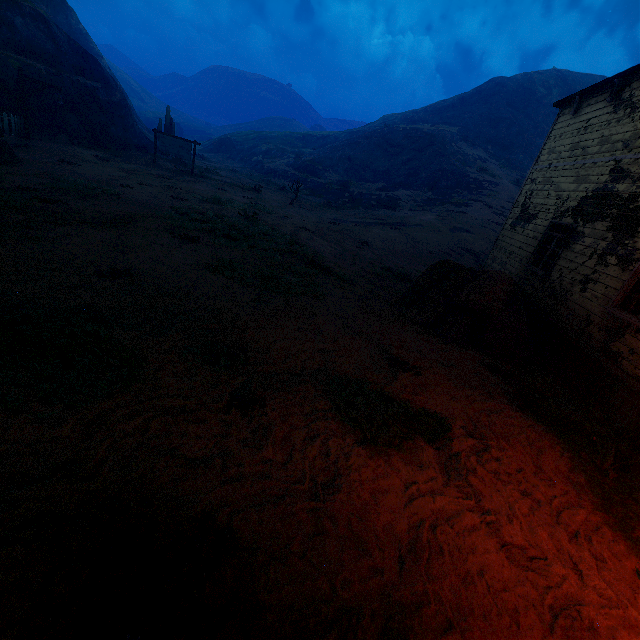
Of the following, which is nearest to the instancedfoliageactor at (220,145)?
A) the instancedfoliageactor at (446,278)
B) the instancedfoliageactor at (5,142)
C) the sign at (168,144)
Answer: the sign at (168,144)

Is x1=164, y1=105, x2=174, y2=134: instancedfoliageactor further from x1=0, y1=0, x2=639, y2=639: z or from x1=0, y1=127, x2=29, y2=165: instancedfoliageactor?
x1=0, y1=127, x2=29, y2=165: instancedfoliageactor

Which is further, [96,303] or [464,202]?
[464,202]

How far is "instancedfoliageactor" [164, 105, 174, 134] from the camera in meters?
28.3 m

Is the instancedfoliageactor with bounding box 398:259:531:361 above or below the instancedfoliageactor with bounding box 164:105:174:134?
below

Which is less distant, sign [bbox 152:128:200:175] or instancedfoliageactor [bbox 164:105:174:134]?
sign [bbox 152:128:200:175]

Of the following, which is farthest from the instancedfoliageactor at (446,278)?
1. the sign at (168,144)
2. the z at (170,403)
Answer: the sign at (168,144)

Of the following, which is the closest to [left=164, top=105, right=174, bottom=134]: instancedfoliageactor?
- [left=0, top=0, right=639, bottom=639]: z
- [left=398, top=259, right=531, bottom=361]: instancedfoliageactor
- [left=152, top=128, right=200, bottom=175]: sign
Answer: [left=0, top=0, right=639, bottom=639]: z
